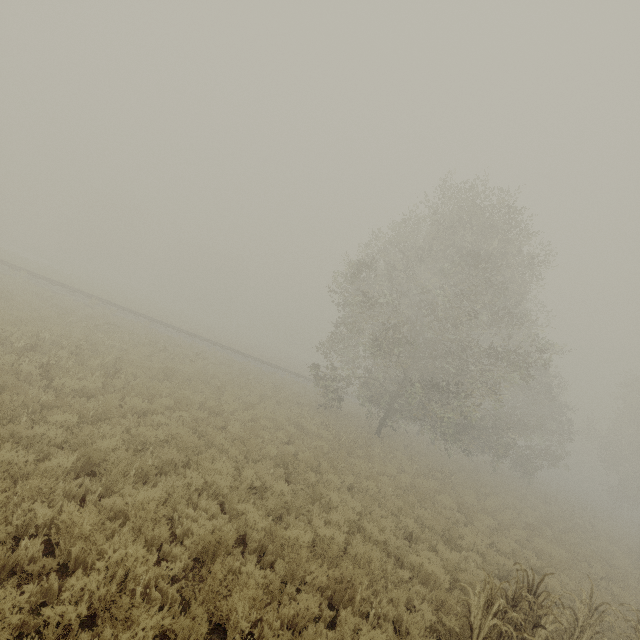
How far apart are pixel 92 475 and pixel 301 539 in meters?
4.6 m
